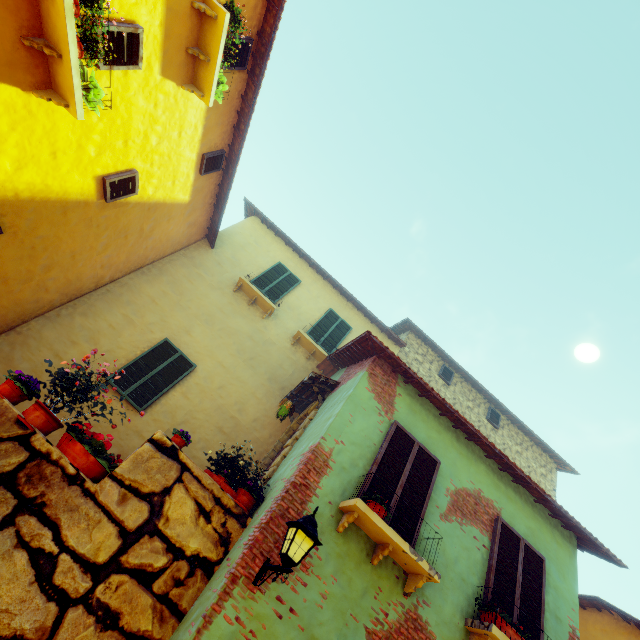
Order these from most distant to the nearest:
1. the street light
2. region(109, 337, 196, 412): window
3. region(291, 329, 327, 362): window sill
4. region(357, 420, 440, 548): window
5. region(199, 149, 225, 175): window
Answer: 1. region(291, 329, 327, 362): window sill
2. region(199, 149, 225, 175): window
3. region(109, 337, 196, 412): window
4. region(357, 420, 440, 548): window
5. the street light

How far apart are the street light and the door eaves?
3.42m

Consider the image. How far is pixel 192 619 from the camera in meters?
3.7 m

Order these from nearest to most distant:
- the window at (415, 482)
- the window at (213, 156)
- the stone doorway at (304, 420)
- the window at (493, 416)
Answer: the window at (415, 482) < the stone doorway at (304, 420) < the window at (213, 156) < the window at (493, 416)

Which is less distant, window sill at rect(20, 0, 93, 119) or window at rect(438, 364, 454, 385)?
window sill at rect(20, 0, 93, 119)

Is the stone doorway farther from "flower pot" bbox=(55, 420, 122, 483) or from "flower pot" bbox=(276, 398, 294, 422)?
"flower pot" bbox=(55, 420, 122, 483)

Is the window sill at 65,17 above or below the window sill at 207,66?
below

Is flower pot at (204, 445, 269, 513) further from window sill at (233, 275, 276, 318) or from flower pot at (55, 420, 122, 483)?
window sill at (233, 275, 276, 318)
